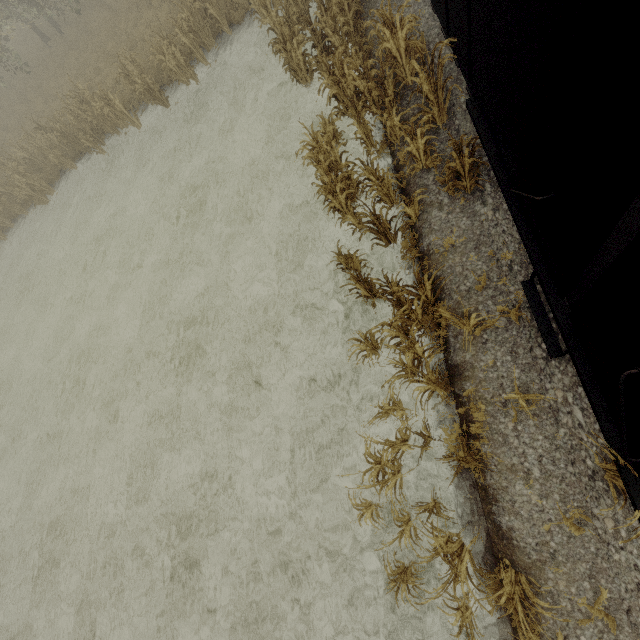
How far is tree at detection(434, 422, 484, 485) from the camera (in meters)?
4.71

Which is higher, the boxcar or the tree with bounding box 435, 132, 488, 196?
the boxcar

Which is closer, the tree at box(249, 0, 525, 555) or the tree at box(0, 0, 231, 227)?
the tree at box(249, 0, 525, 555)

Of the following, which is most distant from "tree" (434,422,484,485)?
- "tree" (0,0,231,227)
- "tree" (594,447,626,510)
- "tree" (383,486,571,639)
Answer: "tree" (0,0,231,227)

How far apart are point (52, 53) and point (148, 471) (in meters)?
28.34

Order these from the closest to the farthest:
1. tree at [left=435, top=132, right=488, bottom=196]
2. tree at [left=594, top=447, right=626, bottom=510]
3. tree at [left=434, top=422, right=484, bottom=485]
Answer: tree at [left=594, top=447, right=626, bottom=510] < tree at [left=434, top=422, right=484, bottom=485] < tree at [left=435, top=132, right=488, bottom=196]

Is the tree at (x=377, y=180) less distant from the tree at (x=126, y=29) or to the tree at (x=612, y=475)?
the tree at (x=612, y=475)

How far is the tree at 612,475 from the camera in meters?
3.4
